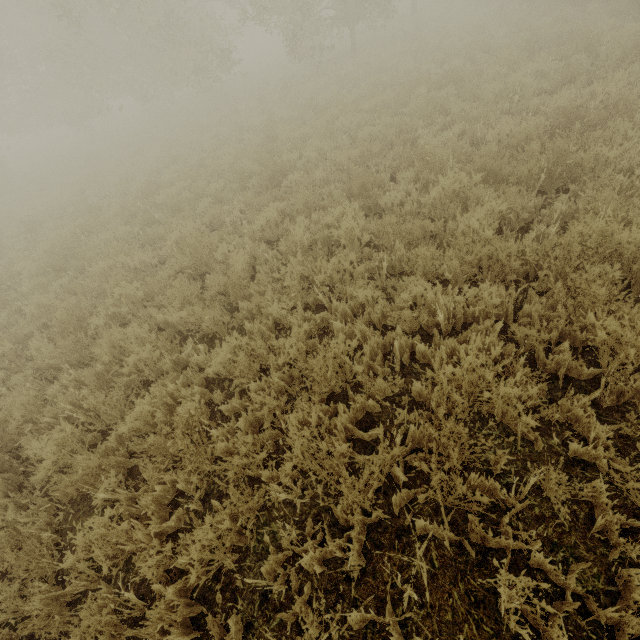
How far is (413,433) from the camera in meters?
2.9
